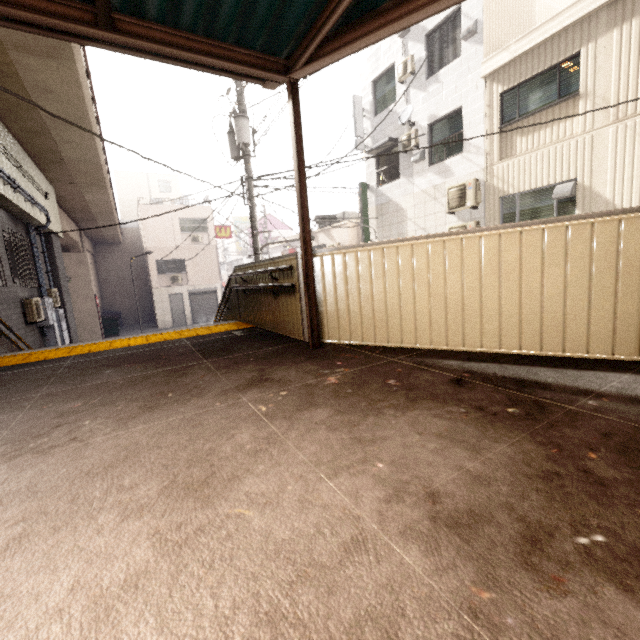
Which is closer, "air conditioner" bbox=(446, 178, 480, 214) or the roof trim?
the roof trim

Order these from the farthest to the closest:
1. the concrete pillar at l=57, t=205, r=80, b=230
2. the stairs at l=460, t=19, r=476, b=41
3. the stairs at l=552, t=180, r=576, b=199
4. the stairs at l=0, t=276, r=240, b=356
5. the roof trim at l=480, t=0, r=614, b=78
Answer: the concrete pillar at l=57, t=205, r=80, b=230 → the stairs at l=460, t=19, r=476, b=41 → the stairs at l=552, t=180, r=576, b=199 → the roof trim at l=480, t=0, r=614, b=78 → the stairs at l=0, t=276, r=240, b=356

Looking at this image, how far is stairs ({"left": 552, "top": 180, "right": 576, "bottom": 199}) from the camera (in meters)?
8.29

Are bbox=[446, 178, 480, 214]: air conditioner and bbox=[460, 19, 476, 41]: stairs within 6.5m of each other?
yes

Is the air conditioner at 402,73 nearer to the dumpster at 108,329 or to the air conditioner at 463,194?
the air conditioner at 463,194

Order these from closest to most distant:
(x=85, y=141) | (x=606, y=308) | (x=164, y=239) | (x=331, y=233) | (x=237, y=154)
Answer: (x=606, y=308) < (x=85, y=141) < (x=237, y=154) < (x=331, y=233) < (x=164, y=239)

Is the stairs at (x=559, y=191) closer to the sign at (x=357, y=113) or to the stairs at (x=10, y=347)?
the stairs at (x=10, y=347)

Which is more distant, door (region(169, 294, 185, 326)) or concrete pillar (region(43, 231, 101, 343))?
door (region(169, 294, 185, 326))
